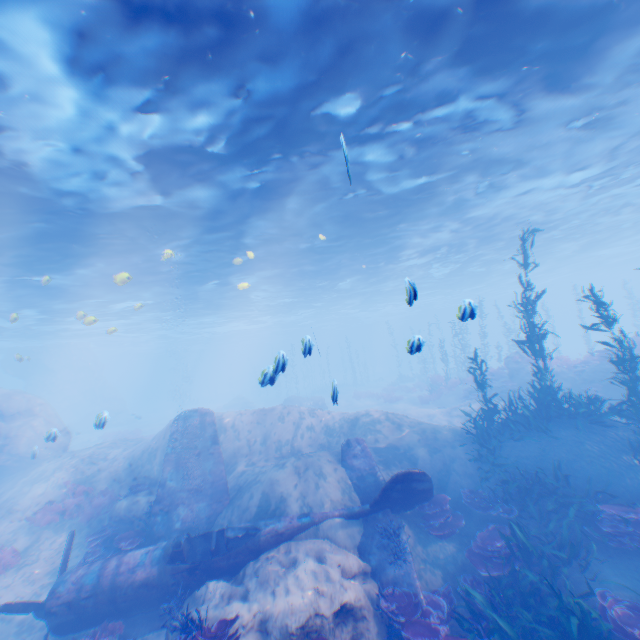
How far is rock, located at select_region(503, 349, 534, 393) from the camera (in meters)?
20.31

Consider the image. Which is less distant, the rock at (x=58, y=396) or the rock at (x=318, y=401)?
the rock at (x=58, y=396)

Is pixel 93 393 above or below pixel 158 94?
below

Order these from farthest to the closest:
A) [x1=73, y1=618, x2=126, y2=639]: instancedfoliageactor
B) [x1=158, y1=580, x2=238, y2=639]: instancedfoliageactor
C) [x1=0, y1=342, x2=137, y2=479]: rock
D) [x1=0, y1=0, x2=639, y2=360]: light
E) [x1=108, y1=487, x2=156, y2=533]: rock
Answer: [x1=0, y1=342, x2=137, y2=479]: rock → [x1=108, y1=487, x2=156, y2=533]: rock → [x1=73, y1=618, x2=126, y2=639]: instancedfoliageactor → [x1=0, y1=0, x2=639, y2=360]: light → [x1=158, y1=580, x2=238, y2=639]: instancedfoliageactor

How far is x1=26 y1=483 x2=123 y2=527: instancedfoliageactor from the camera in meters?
13.5

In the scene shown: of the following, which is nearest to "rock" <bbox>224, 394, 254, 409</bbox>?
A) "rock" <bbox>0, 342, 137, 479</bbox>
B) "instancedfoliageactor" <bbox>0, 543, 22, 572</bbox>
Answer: "rock" <bbox>0, 342, 137, 479</bbox>

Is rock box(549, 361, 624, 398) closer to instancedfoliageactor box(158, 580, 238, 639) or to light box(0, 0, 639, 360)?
light box(0, 0, 639, 360)

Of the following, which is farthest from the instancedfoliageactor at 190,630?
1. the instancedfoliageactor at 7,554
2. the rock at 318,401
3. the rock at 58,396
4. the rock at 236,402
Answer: the rock at 236,402
